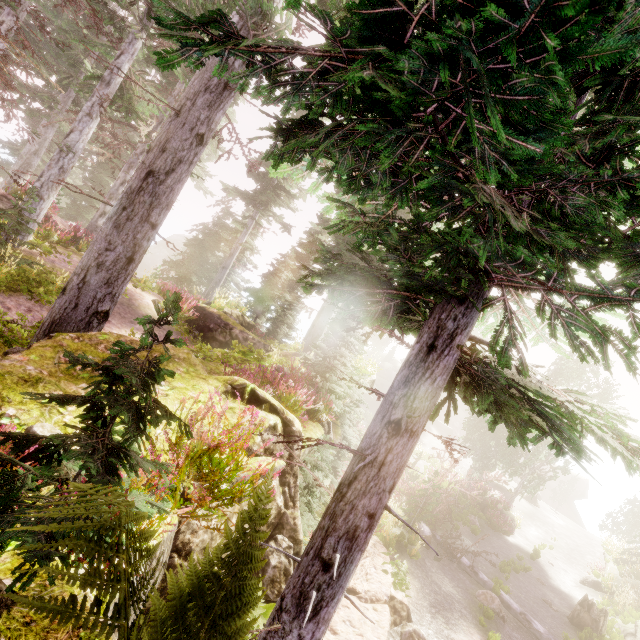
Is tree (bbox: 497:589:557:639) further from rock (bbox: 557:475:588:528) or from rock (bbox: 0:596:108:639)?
rock (bbox: 557:475:588:528)

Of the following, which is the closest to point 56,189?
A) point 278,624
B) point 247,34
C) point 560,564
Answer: point 247,34

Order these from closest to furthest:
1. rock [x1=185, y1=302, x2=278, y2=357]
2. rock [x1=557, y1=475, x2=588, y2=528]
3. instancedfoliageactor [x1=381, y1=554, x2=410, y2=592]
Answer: instancedfoliageactor [x1=381, y1=554, x2=410, y2=592] < rock [x1=185, y1=302, x2=278, y2=357] < rock [x1=557, y1=475, x2=588, y2=528]

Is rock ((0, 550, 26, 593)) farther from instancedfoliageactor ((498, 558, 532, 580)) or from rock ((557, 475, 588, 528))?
rock ((557, 475, 588, 528))

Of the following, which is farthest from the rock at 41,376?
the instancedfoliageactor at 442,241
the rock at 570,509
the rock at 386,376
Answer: the rock at 570,509

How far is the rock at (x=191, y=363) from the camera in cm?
479

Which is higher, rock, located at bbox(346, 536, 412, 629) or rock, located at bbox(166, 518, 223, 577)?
rock, located at bbox(166, 518, 223, 577)

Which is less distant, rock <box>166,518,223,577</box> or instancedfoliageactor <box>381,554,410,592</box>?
rock <box>166,518,223,577</box>
